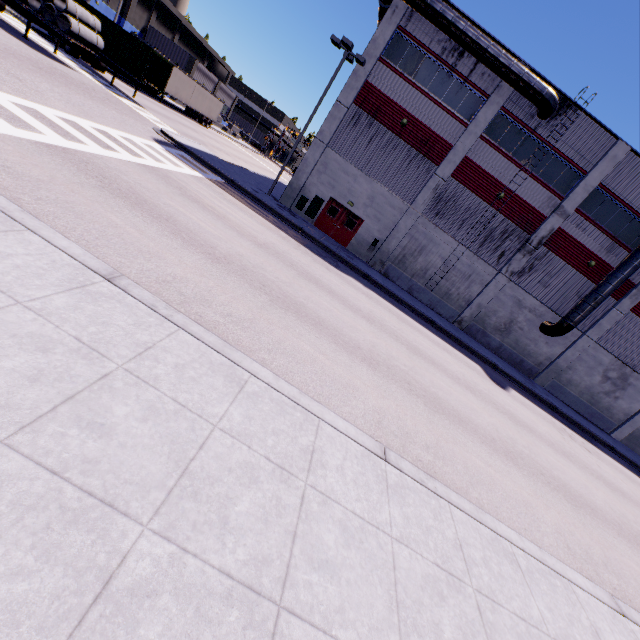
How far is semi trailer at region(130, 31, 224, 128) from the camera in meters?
32.8 m

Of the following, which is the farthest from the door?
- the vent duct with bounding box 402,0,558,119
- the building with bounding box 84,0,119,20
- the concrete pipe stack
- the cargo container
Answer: the concrete pipe stack

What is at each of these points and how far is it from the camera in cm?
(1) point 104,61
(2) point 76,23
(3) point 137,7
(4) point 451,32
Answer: (1) semi trailer, 2339
(2) concrete pipe stack, 1767
(3) building, 4338
(4) vent duct, 1822

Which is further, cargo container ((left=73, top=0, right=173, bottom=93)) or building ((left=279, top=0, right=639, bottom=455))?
cargo container ((left=73, top=0, right=173, bottom=93))

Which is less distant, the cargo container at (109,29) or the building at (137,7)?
the cargo container at (109,29)

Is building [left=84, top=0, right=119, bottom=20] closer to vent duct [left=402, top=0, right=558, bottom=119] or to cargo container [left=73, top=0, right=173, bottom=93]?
vent duct [left=402, top=0, right=558, bottom=119]

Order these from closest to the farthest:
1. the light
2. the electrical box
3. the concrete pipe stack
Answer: the concrete pipe stack, the light, the electrical box

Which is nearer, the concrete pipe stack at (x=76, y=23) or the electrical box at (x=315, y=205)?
the concrete pipe stack at (x=76, y=23)
